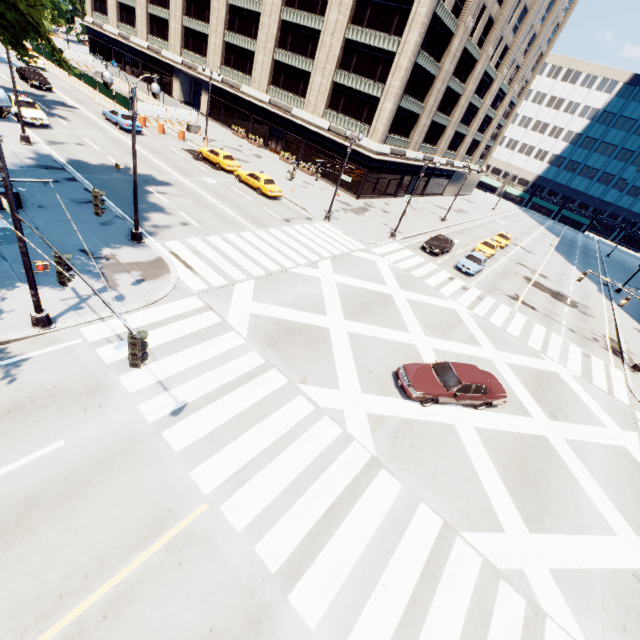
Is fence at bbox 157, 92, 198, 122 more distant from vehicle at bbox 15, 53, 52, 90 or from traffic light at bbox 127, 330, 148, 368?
traffic light at bbox 127, 330, 148, 368

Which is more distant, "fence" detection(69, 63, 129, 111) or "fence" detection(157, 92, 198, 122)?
"fence" detection(157, 92, 198, 122)

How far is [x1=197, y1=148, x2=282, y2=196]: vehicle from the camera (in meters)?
28.73

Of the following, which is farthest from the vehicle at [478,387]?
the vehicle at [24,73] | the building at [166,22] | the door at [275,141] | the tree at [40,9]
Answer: the vehicle at [24,73]

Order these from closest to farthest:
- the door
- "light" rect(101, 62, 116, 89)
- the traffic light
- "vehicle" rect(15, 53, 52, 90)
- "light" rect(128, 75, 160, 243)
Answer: the traffic light < "light" rect(101, 62, 116, 89) < "light" rect(128, 75, 160, 243) < "vehicle" rect(15, 53, 52, 90) < the door

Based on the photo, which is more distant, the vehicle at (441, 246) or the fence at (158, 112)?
the fence at (158, 112)

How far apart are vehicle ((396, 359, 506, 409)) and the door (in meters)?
39.07

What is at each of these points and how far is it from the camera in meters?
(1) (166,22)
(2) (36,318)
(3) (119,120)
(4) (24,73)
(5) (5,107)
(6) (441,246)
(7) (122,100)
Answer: (1) building, 50.2 m
(2) light, 10.6 m
(3) vehicle, 31.4 m
(4) vehicle, 34.0 m
(5) light, 6.8 m
(6) vehicle, 30.6 m
(7) fence, 35.5 m
